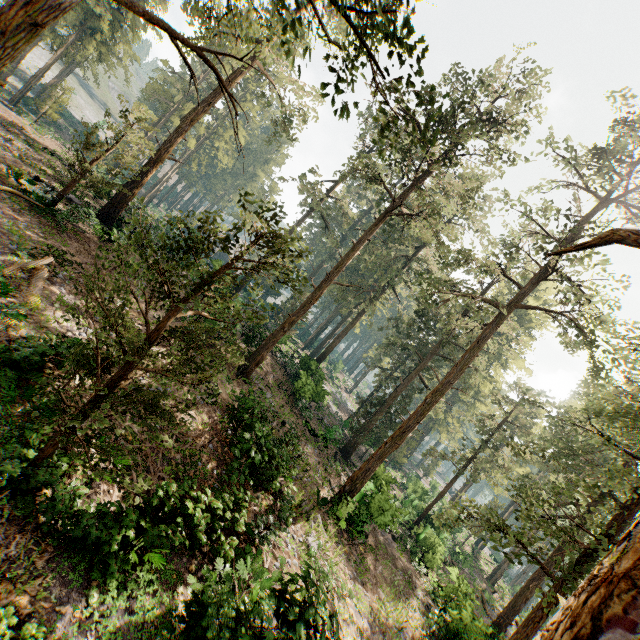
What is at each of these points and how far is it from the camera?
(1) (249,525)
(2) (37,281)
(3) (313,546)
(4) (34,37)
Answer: (1) foliage, 11.6m
(2) foliage, 12.1m
(3) foliage, 9.2m
(4) foliage, 4.7m

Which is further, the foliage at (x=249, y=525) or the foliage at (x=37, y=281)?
the foliage at (x=37, y=281)

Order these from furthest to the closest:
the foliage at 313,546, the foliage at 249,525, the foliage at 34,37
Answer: the foliage at 249,525 → the foliage at 313,546 → the foliage at 34,37

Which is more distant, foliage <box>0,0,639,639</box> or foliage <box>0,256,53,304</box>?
foliage <box>0,256,53,304</box>

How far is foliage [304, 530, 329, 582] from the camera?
8.6 meters

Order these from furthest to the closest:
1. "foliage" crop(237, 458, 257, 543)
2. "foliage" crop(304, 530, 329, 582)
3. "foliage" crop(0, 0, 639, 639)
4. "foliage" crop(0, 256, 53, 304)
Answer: "foliage" crop(0, 256, 53, 304) < "foliage" crop(237, 458, 257, 543) < "foliage" crop(304, 530, 329, 582) < "foliage" crop(0, 0, 639, 639)
